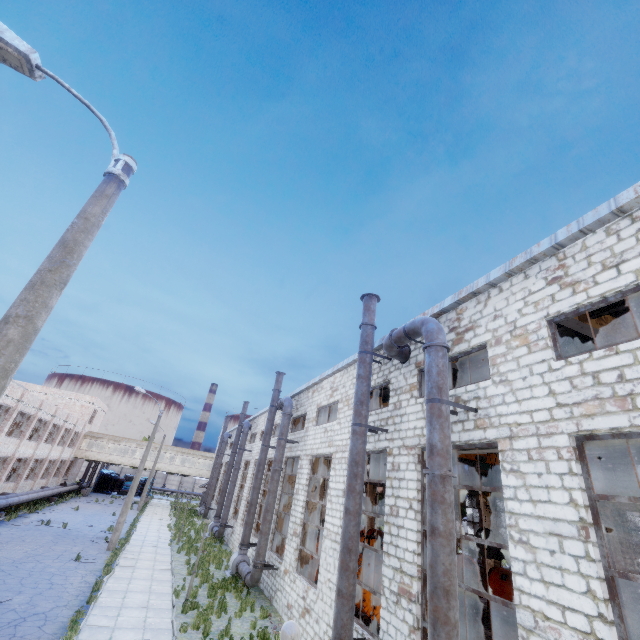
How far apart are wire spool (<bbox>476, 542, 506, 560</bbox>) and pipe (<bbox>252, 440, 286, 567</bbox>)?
12.5m

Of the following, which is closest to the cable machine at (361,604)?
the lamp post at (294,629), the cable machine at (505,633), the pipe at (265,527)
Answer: the cable machine at (505,633)

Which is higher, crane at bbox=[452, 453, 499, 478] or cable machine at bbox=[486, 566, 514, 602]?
crane at bbox=[452, 453, 499, 478]

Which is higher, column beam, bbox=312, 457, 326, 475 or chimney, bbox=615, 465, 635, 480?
chimney, bbox=615, 465, 635, 480

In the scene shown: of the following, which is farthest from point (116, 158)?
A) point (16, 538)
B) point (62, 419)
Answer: point (62, 419)

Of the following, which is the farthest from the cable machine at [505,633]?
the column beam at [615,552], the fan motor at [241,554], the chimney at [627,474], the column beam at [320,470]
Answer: the chimney at [627,474]

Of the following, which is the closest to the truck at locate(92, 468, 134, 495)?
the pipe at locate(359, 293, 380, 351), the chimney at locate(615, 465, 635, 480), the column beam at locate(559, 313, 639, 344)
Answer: the pipe at locate(359, 293, 380, 351)

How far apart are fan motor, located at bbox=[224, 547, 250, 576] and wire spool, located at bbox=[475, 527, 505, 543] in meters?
13.8
